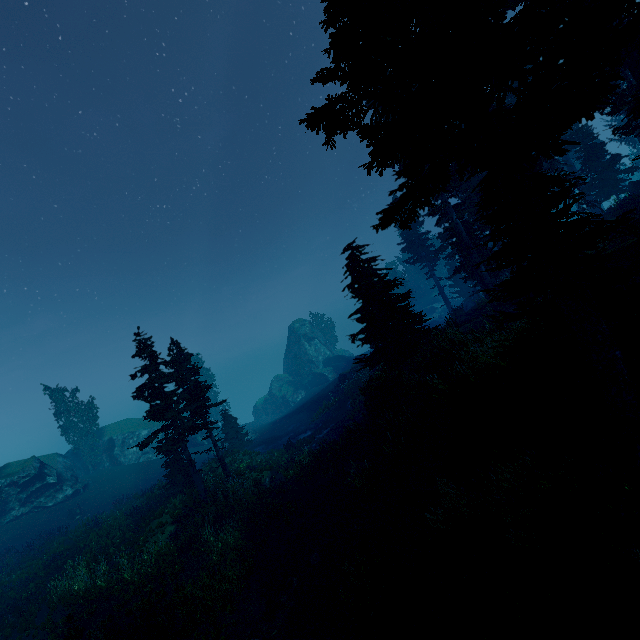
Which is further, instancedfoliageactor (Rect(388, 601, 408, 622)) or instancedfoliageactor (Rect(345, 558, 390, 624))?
instancedfoliageactor (Rect(345, 558, 390, 624))

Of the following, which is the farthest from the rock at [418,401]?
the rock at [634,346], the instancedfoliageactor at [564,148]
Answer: the rock at [634,346]

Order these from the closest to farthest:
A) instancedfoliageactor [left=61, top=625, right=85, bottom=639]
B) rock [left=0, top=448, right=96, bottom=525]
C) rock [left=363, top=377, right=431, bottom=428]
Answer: instancedfoliageactor [left=61, top=625, right=85, bottom=639]
rock [left=363, top=377, right=431, bottom=428]
rock [left=0, top=448, right=96, bottom=525]

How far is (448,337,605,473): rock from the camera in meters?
7.9

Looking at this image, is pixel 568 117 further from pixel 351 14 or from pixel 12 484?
pixel 12 484

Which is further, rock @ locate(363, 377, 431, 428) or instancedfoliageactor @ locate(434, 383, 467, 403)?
rock @ locate(363, 377, 431, 428)

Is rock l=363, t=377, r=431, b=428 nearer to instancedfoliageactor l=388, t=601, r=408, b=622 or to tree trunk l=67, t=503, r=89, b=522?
→ instancedfoliageactor l=388, t=601, r=408, b=622

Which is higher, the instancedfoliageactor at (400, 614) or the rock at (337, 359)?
the rock at (337, 359)
